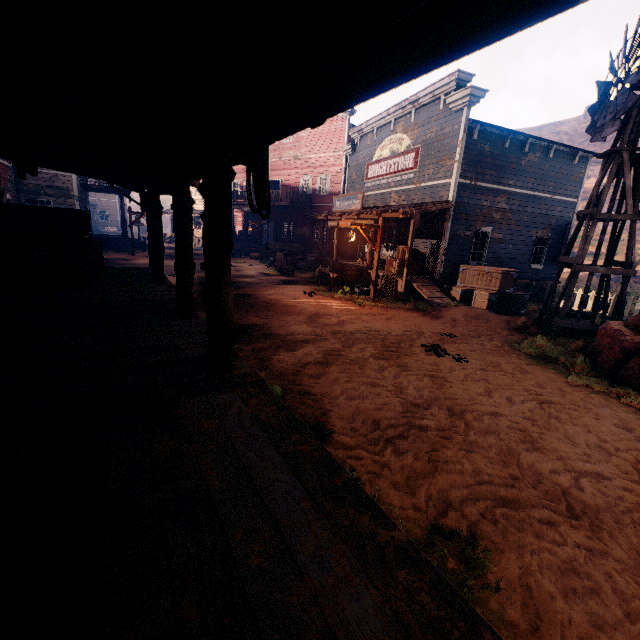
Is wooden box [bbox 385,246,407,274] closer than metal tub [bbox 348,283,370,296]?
No

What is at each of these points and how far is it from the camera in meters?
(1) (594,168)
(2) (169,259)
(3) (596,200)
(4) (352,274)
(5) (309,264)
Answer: (1) z, 57.2 m
(2) z, 22.8 m
(3) windmill, 9.5 m
(4) barrel, 15.8 m
(5) barrel, 21.2 m

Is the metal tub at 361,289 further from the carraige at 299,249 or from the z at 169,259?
the carraige at 299,249

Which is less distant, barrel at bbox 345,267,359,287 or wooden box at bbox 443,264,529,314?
wooden box at bbox 443,264,529,314

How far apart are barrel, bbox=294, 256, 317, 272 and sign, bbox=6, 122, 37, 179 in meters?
17.4

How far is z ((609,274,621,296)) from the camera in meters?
22.8 m

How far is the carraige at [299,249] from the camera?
24.3 meters
